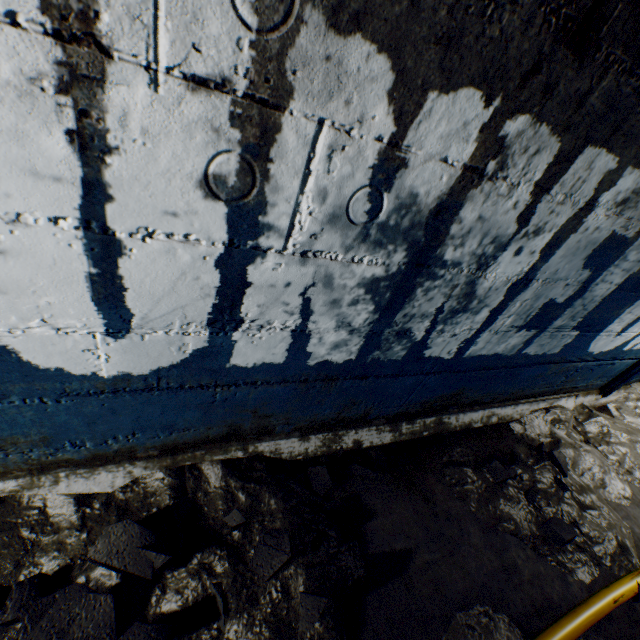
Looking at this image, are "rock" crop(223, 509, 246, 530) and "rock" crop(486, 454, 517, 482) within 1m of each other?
no

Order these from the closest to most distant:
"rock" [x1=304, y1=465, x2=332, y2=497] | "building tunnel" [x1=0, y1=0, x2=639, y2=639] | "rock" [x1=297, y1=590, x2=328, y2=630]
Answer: "building tunnel" [x1=0, y1=0, x2=639, y2=639] < "rock" [x1=297, y1=590, x2=328, y2=630] < "rock" [x1=304, y1=465, x2=332, y2=497]

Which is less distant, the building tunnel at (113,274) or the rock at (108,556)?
the building tunnel at (113,274)

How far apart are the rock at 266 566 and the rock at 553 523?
1.5 meters

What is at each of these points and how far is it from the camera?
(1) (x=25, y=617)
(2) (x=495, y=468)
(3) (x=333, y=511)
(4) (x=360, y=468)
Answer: (1) rock, 1.0 meters
(2) rock, 2.1 meters
(3) rock, 1.6 meters
(4) rock, 1.8 meters

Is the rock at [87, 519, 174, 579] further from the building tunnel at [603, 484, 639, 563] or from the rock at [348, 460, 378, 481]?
the rock at [348, 460, 378, 481]

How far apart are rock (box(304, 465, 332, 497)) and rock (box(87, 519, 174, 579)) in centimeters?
68cm

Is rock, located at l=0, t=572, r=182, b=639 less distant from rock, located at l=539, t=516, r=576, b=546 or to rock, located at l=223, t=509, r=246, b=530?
rock, located at l=223, t=509, r=246, b=530
